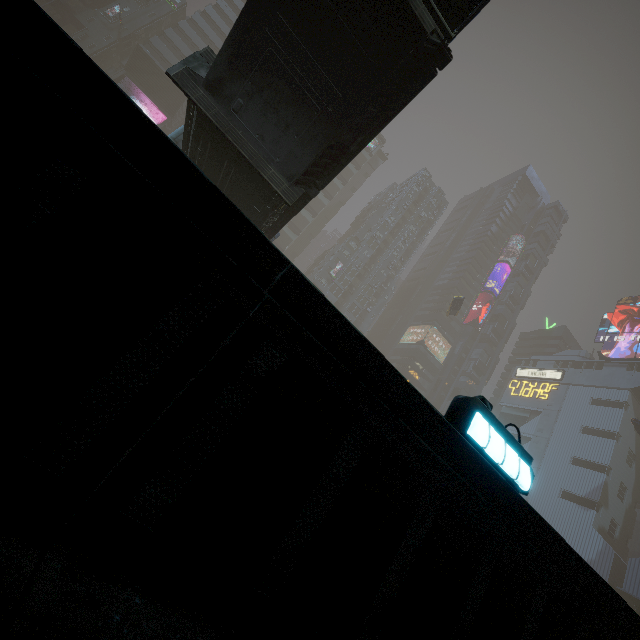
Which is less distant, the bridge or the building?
the building

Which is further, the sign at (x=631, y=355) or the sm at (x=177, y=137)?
the sign at (x=631, y=355)

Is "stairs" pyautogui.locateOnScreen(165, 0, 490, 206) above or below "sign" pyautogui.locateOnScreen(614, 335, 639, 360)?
below

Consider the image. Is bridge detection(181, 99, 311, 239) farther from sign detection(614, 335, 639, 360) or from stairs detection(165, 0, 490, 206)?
sign detection(614, 335, 639, 360)

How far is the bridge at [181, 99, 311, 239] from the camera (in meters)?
12.09

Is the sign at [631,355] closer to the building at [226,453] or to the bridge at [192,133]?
the building at [226,453]

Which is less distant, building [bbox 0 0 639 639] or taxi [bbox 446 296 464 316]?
building [bbox 0 0 639 639]

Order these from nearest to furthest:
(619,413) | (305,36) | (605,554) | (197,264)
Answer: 1. (197,264)
2. (305,36)
3. (605,554)
4. (619,413)
